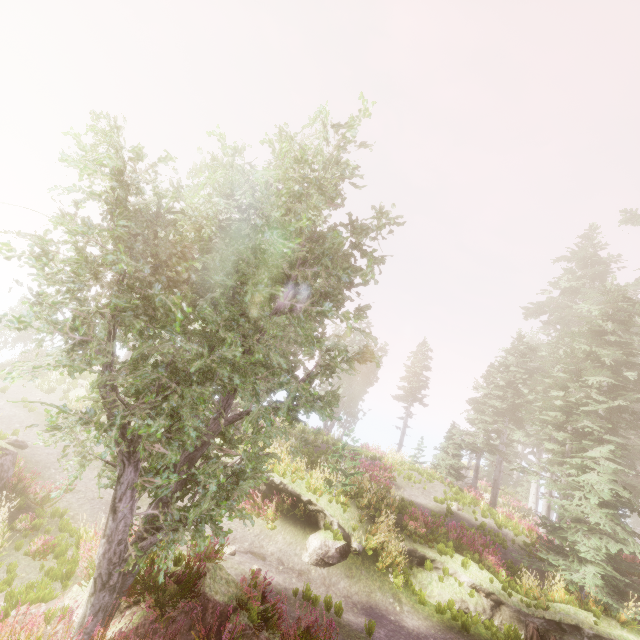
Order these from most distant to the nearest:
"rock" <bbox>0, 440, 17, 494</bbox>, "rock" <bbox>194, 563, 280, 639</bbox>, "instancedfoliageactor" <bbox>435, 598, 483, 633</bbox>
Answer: "instancedfoliageactor" <bbox>435, 598, 483, 633</bbox>
"rock" <bbox>0, 440, 17, 494</bbox>
"rock" <bbox>194, 563, 280, 639</bbox>

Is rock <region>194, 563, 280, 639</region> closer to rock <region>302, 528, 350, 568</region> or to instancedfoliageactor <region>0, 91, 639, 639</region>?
instancedfoliageactor <region>0, 91, 639, 639</region>

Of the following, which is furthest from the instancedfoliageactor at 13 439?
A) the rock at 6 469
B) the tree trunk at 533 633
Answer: the tree trunk at 533 633

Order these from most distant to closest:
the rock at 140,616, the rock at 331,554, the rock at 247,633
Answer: the rock at 331,554 < the rock at 247,633 < the rock at 140,616

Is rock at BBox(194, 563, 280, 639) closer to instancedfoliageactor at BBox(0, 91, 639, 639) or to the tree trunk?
instancedfoliageactor at BBox(0, 91, 639, 639)

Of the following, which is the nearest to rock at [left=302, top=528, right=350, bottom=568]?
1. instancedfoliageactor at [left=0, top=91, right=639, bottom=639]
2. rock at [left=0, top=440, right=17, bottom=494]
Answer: instancedfoliageactor at [left=0, top=91, right=639, bottom=639]

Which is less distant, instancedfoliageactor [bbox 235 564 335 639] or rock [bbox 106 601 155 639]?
rock [bbox 106 601 155 639]

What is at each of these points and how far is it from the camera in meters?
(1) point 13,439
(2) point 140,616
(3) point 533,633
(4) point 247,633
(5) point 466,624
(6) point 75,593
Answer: (1) instancedfoliageactor, 11.4
(2) rock, 6.1
(3) tree trunk, 9.5
(4) rock, 6.6
(5) instancedfoliageactor, 10.2
(6) rock, 6.7
